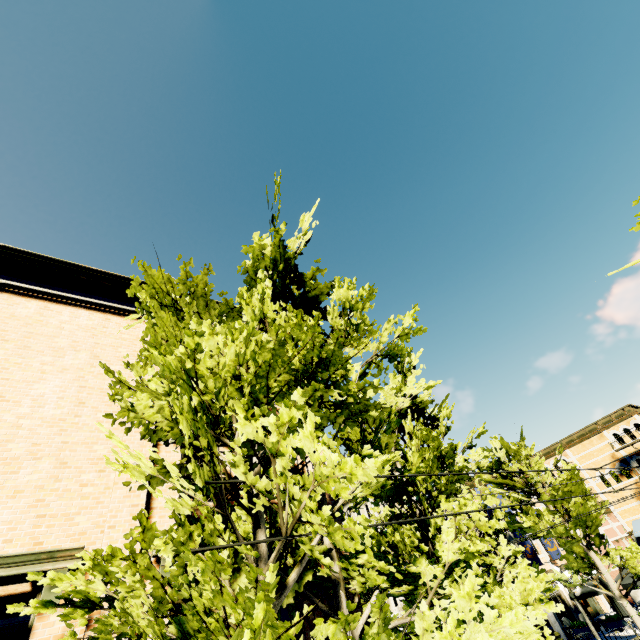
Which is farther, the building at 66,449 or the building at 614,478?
the building at 614,478

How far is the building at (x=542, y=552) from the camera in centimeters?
2180cm

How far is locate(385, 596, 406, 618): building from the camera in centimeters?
2698cm

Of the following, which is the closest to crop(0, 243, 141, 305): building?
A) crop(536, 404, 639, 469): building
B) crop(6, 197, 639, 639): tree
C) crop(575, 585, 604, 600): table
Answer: crop(6, 197, 639, 639): tree

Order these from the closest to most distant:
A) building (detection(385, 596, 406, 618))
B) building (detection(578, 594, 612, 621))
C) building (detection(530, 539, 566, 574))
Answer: building (detection(578, 594, 612, 621)) < building (detection(530, 539, 566, 574)) < building (detection(385, 596, 406, 618))

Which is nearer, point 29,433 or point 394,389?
point 29,433

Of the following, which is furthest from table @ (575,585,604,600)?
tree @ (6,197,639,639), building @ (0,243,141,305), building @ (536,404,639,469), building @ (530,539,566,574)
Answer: building @ (0,243,141,305)

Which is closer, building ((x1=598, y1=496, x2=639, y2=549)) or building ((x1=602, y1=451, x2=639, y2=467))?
building ((x1=598, y1=496, x2=639, y2=549))
